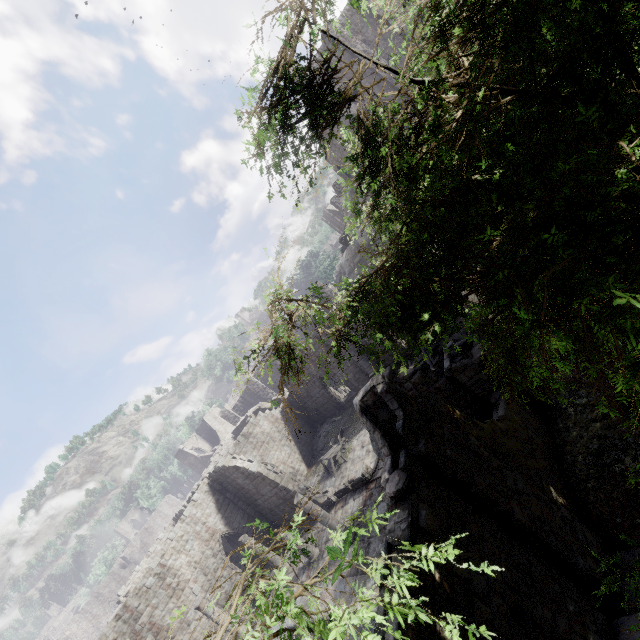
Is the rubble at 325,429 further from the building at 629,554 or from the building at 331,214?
the building at 331,214

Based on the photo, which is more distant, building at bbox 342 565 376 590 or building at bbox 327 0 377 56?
building at bbox 327 0 377 56

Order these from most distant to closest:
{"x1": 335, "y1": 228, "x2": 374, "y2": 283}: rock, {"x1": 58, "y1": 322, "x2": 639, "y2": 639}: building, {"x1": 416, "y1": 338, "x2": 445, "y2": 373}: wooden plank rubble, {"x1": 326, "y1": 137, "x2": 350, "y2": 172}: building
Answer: {"x1": 326, "y1": 137, "x2": 350, "y2": 172}: building < {"x1": 335, "y1": 228, "x2": 374, "y2": 283}: rock < {"x1": 416, "y1": 338, "x2": 445, "y2": 373}: wooden plank rubble < {"x1": 58, "y1": 322, "x2": 639, "y2": 639}: building

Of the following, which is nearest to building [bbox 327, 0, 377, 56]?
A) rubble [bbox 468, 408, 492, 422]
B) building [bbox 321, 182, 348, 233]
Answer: rubble [bbox 468, 408, 492, 422]

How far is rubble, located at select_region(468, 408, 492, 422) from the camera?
12.30m

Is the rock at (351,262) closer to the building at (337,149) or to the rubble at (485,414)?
the building at (337,149)

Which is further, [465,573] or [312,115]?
[465,573]
